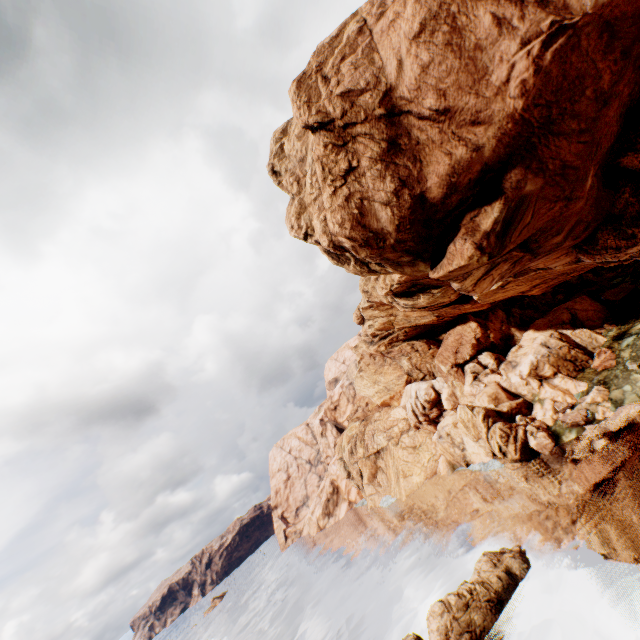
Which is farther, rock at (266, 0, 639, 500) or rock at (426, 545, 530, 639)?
rock at (426, 545, 530, 639)

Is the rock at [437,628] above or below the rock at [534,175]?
below

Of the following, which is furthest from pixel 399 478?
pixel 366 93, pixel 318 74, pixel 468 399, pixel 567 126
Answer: pixel 318 74

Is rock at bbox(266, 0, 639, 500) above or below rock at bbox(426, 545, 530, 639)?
above

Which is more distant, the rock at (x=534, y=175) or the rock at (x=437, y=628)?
the rock at (x=437, y=628)
